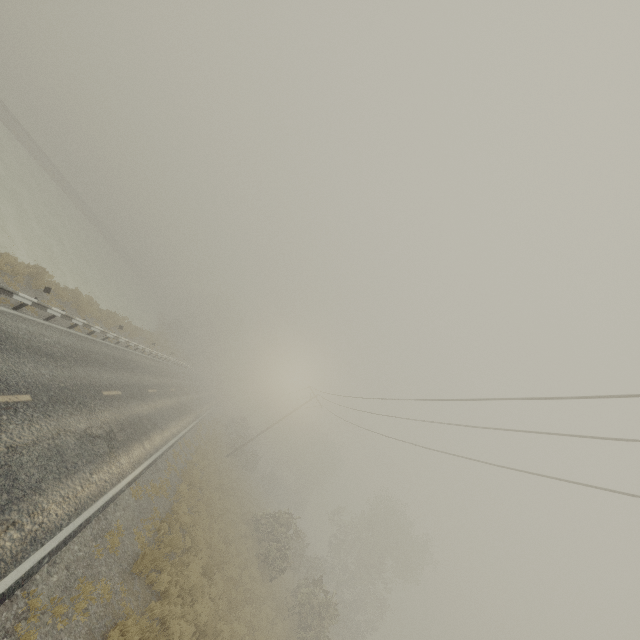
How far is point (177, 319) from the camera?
55.94m
